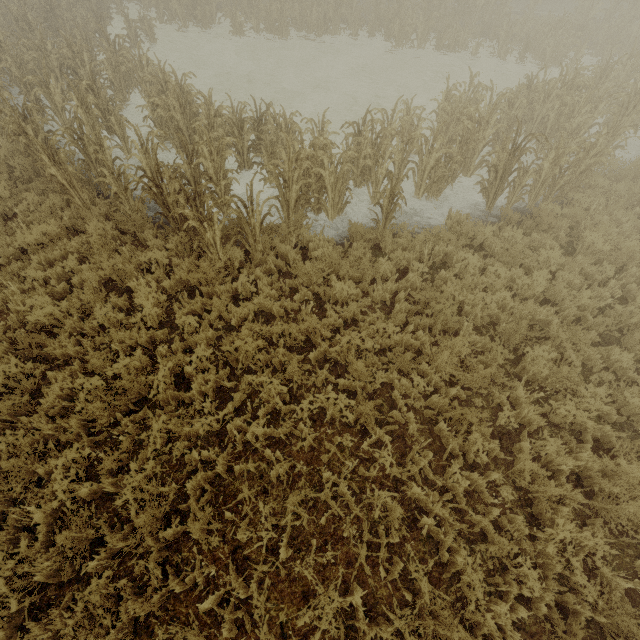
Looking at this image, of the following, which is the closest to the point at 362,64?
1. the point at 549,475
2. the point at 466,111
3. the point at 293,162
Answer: the point at 466,111
